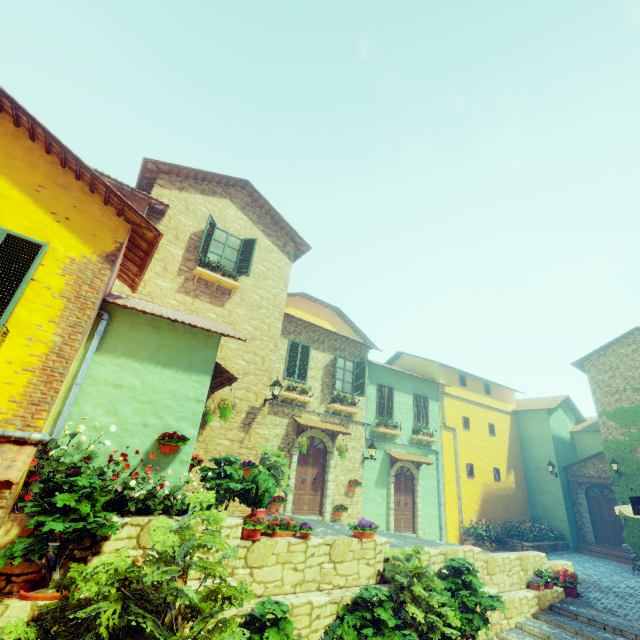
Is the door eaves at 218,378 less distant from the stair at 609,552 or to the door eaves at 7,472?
the door eaves at 7,472

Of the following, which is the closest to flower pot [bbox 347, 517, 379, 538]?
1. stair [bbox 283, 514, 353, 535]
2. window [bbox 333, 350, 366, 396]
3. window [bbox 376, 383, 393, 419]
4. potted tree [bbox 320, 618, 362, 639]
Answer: stair [bbox 283, 514, 353, 535]

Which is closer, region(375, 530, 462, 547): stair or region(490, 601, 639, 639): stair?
region(490, 601, 639, 639): stair

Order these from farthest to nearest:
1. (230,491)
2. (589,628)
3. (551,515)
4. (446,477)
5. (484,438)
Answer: (484,438)
(551,515)
(446,477)
(589,628)
(230,491)

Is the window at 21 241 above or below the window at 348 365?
below

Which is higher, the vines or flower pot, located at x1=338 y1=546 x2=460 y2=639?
the vines

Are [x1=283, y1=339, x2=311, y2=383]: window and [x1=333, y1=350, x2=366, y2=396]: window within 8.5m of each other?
yes

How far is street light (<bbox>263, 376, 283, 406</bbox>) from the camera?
10.3m
